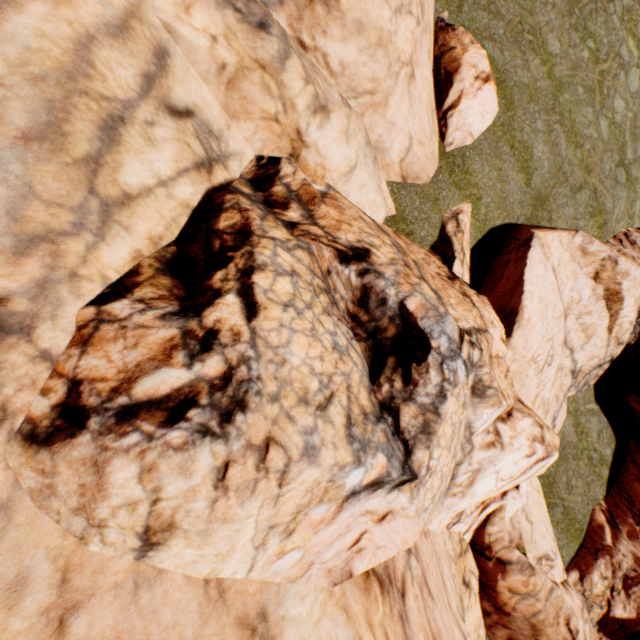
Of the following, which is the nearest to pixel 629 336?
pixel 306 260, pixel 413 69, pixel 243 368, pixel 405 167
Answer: pixel 405 167
